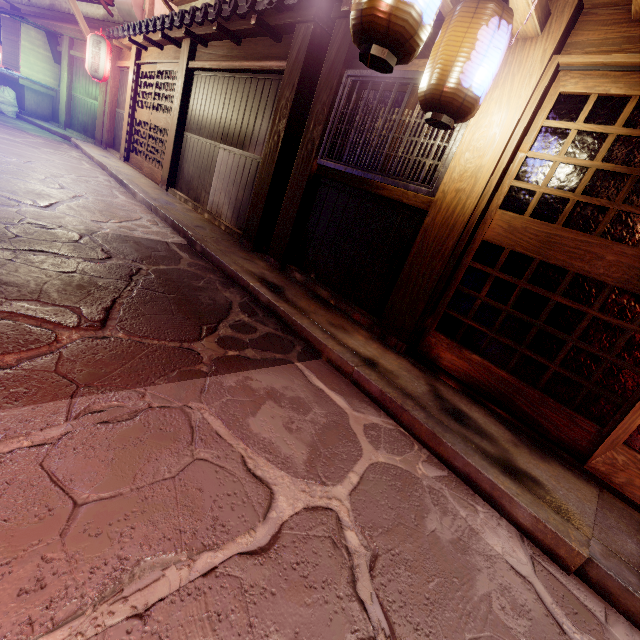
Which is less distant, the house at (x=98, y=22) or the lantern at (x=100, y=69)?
the lantern at (x=100, y=69)

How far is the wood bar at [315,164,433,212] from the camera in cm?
620

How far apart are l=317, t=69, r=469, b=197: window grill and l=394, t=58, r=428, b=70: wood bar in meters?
0.1 m

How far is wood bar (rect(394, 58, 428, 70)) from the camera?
6.1m

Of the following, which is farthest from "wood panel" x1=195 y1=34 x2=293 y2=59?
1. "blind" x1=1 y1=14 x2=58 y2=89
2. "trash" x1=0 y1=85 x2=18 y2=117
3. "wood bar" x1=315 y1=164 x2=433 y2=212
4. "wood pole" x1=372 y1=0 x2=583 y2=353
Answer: "trash" x1=0 y1=85 x2=18 y2=117

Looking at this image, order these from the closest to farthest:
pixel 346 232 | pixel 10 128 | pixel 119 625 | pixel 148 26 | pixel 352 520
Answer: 1. pixel 119 625
2. pixel 352 520
3. pixel 346 232
4. pixel 148 26
5. pixel 10 128

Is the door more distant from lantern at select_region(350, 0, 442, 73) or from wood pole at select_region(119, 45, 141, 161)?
wood pole at select_region(119, 45, 141, 161)

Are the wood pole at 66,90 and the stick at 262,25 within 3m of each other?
no
